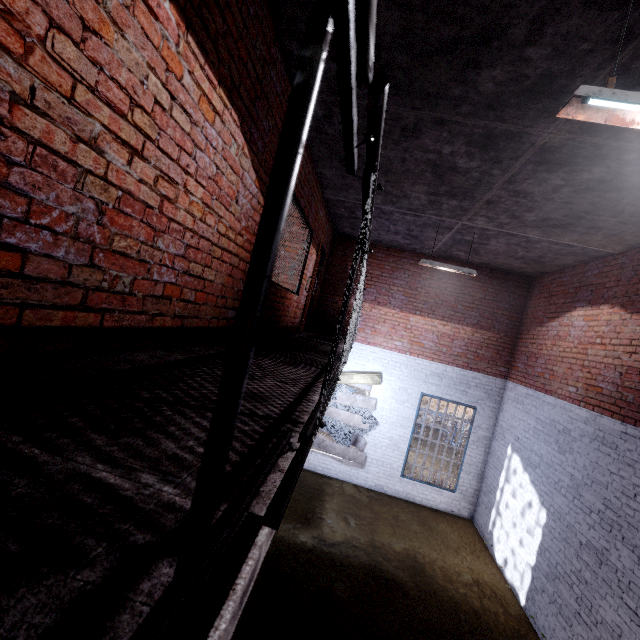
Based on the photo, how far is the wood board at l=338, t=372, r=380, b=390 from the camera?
9.4m

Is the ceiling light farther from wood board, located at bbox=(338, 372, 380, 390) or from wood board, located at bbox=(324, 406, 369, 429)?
wood board, located at bbox=(324, 406, 369, 429)

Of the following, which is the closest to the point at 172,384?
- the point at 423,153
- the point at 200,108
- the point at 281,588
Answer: the point at 200,108

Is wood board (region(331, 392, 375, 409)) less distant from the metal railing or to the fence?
the fence

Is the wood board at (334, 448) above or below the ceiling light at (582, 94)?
below

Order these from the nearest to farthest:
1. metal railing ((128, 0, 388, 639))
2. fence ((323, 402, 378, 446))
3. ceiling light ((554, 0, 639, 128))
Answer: metal railing ((128, 0, 388, 639)), ceiling light ((554, 0, 639, 128)), fence ((323, 402, 378, 446))

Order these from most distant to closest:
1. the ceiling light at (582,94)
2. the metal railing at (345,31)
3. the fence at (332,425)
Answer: the fence at (332,425) < the ceiling light at (582,94) < the metal railing at (345,31)

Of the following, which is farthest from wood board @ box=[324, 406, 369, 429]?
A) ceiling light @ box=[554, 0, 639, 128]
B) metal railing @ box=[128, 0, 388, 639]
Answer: ceiling light @ box=[554, 0, 639, 128]
